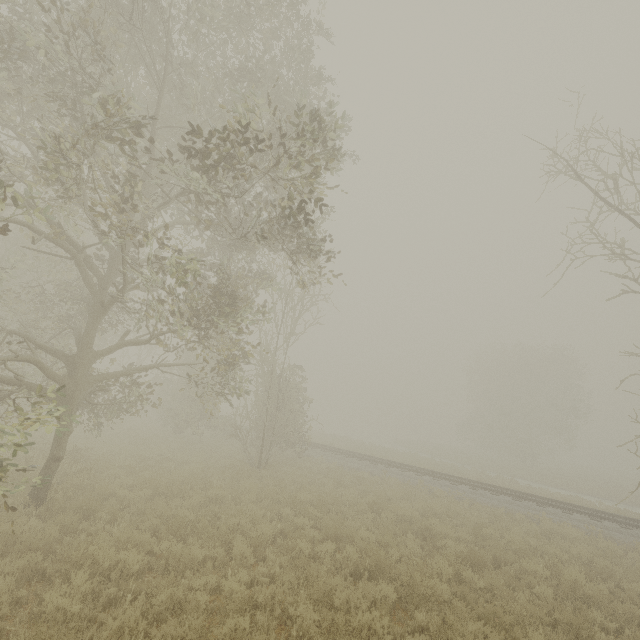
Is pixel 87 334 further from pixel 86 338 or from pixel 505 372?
pixel 505 372
